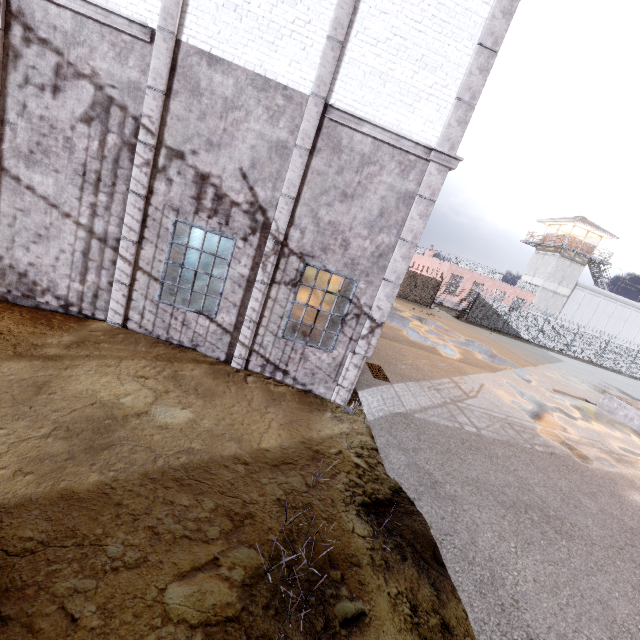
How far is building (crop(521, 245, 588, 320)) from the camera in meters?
38.4

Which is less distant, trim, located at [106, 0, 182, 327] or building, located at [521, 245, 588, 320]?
trim, located at [106, 0, 182, 327]

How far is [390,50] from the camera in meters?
6.4

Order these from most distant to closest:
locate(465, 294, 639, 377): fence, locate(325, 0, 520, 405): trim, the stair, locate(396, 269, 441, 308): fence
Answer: locate(465, 294, 639, 377): fence
locate(396, 269, 441, 308): fence
the stair
locate(325, 0, 520, 405): trim

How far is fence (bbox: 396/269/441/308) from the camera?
30.03m

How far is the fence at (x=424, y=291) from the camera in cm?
3003

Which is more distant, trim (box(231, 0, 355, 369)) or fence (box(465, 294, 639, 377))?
fence (box(465, 294, 639, 377))

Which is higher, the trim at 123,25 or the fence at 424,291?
the trim at 123,25
